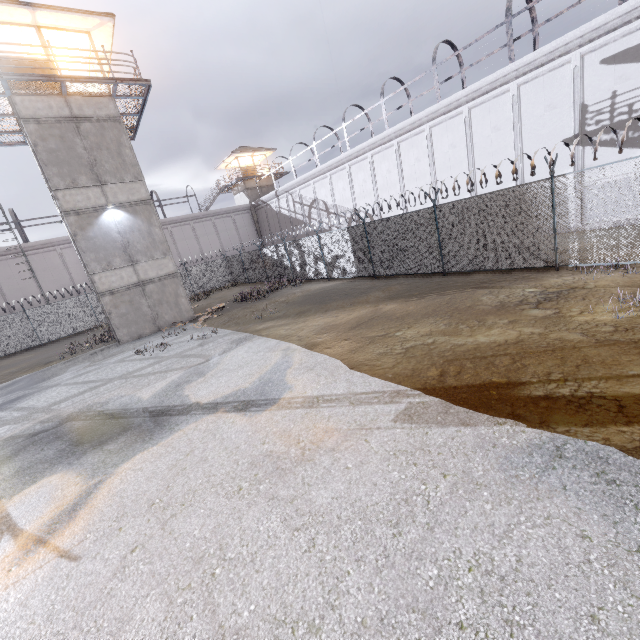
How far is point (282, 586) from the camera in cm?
304

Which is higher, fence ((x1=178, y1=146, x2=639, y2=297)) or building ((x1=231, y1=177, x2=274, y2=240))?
building ((x1=231, y1=177, x2=274, y2=240))

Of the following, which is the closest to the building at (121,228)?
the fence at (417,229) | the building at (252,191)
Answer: the fence at (417,229)

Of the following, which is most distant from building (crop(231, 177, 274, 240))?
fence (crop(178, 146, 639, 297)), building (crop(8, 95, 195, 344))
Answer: building (crop(8, 95, 195, 344))

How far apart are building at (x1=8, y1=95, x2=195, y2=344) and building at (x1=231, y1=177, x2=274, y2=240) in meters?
23.6 m

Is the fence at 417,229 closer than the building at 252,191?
Yes

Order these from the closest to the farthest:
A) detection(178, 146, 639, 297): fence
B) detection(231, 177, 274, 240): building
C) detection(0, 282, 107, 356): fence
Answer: detection(178, 146, 639, 297): fence, detection(0, 282, 107, 356): fence, detection(231, 177, 274, 240): building
